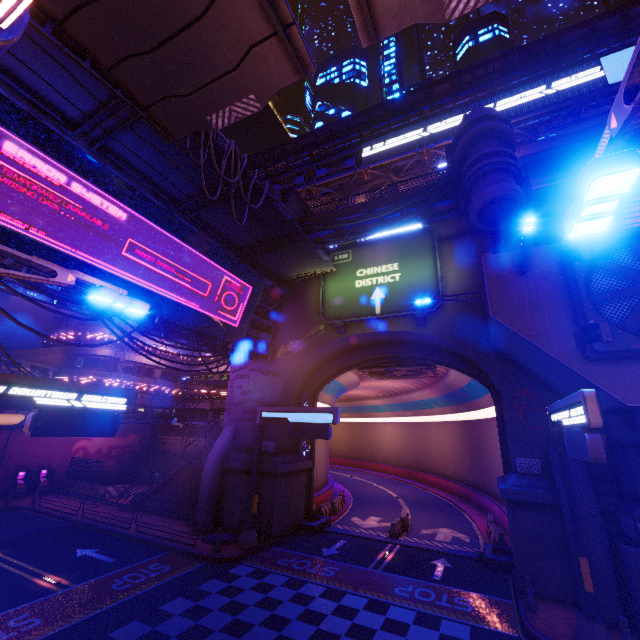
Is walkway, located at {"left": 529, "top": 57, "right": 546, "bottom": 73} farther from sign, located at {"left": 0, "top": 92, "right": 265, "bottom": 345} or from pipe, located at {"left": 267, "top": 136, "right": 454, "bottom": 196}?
sign, located at {"left": 0, "top": 92, "right": 265, "bottom": 345}

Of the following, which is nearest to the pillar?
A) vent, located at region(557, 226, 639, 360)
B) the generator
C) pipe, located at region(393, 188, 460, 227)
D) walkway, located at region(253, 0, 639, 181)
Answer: vent, located at region(557, 226, 639, 360)

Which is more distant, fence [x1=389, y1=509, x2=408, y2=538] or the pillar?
fence [x1=389, y1=509, x2=408, y2=538]

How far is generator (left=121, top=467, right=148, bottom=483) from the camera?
33.1m

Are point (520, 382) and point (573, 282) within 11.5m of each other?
yes

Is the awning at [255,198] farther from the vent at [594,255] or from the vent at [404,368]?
the vent at [404,368]

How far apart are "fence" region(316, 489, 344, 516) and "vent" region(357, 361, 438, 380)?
10.1m

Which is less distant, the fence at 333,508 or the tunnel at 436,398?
the tunnel at 436,398
